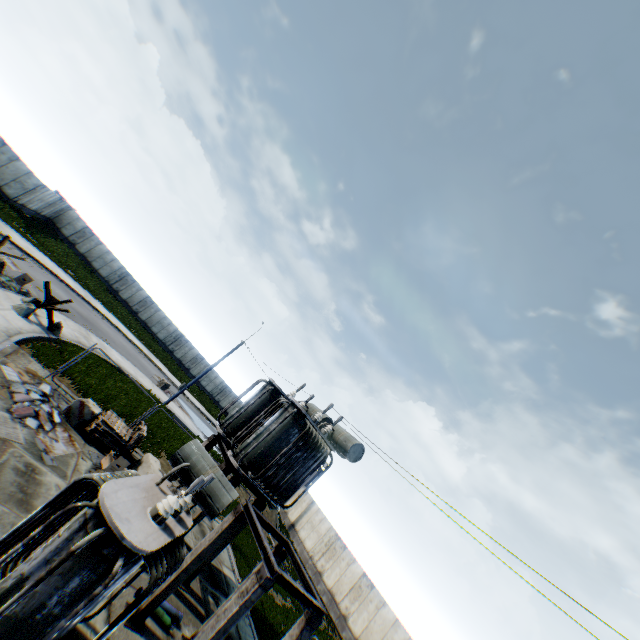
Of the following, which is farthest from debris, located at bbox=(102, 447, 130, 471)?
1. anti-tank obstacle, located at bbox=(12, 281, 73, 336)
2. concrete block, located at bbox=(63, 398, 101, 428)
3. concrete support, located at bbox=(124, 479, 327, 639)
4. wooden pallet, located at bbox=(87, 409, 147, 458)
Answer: anti-tank obstacle, located at bbox=(12, 281, 73, 336)

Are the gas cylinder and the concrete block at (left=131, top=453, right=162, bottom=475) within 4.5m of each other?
yes

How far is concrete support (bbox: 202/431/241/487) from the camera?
10.9m

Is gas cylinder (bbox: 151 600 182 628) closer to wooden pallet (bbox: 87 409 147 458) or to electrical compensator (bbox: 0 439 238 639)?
electrical compensator (bbox: 0 439 238 639)

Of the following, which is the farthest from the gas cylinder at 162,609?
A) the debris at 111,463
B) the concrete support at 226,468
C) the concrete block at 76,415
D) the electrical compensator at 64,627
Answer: the concrete block at 76,415

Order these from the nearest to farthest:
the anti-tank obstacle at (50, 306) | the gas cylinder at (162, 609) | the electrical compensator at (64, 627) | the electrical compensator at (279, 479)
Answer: the electrical compensator at (64, 627)
the gas cylinder at (162, 609)
the electrical compensator at (279, 479)
the anti-tank obstacle at (50, 306)

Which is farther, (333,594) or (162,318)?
(162,318)

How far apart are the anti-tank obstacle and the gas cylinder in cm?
1304
